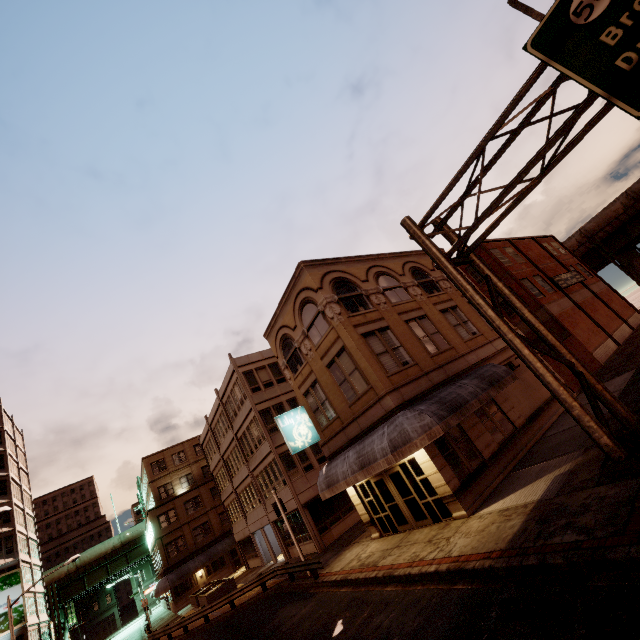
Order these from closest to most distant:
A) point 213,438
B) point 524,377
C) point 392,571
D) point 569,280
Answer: point 392,571, point 524,377, point 569,280, point 213,438

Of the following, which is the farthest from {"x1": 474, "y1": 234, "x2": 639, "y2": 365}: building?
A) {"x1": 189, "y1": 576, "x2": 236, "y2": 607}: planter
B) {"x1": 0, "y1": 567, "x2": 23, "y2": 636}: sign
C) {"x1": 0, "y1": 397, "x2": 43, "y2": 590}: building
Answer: {"x1": 0, "y1": 567, "x2": 23, "y2": 636}: sign

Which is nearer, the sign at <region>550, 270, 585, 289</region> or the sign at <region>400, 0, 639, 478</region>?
the sign at <region>400, 0, 639, 478</region>

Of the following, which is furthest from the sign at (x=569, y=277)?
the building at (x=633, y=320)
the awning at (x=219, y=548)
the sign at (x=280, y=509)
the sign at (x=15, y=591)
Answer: the sign at (x=15, y=591)

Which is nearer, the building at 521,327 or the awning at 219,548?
the building at 521,327

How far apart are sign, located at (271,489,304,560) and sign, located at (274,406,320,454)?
3.5 meters

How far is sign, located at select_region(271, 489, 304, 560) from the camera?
18.3 meters

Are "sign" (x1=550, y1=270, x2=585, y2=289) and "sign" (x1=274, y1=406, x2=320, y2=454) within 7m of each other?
no
